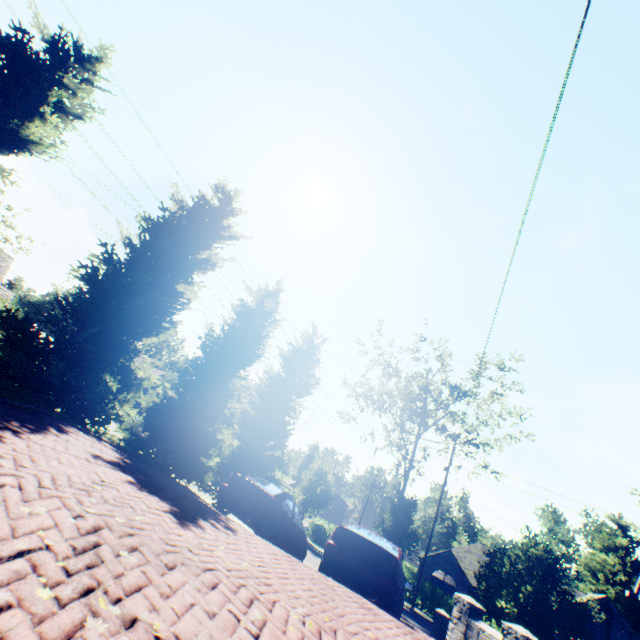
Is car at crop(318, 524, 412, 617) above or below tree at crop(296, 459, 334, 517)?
below

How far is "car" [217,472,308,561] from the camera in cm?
957

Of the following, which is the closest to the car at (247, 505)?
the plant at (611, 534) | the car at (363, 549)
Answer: the car at (363, 549)

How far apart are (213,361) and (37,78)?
10.70m

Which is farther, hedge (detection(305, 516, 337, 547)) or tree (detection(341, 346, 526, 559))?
hedge (detection(305, 516, 337, 547))

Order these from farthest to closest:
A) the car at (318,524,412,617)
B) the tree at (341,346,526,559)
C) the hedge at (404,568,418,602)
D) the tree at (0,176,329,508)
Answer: the tree at (341,346,526,559) < the hedge at (404,568,418,602) < the tree at (0,176,329,508) < the car at (318,524,412,617)

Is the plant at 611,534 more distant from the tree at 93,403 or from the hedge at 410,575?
the hedge at 410,575
